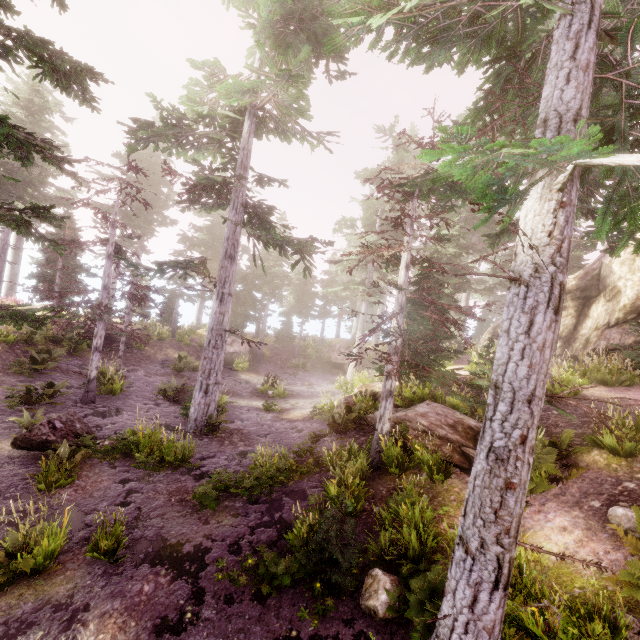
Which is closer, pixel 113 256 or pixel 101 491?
pixel 101 491

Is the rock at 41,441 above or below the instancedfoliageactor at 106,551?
above

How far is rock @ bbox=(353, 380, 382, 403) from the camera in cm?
1528

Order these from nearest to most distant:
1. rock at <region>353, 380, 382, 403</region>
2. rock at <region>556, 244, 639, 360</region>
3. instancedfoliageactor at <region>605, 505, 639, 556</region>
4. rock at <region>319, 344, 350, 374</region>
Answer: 1. instancedfoliageactor at <region>605, 505, 639, 556</region>
2. rock at <region>556, 244, 639, 360</region>
3. rock at <region>353, 380, 382, 403</region>
4. rock at <region>319, 344, 350, 374</region>

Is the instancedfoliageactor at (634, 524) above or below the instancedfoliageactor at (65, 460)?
above

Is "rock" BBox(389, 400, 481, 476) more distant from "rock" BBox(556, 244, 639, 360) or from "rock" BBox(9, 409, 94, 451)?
"rock" BBox(9, 409, 94, 451)

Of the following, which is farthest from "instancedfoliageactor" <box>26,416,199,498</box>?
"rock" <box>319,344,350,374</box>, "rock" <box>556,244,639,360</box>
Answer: "rock" <box>319,344,350,374</box>

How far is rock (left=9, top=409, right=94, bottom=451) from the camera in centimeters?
948cm
